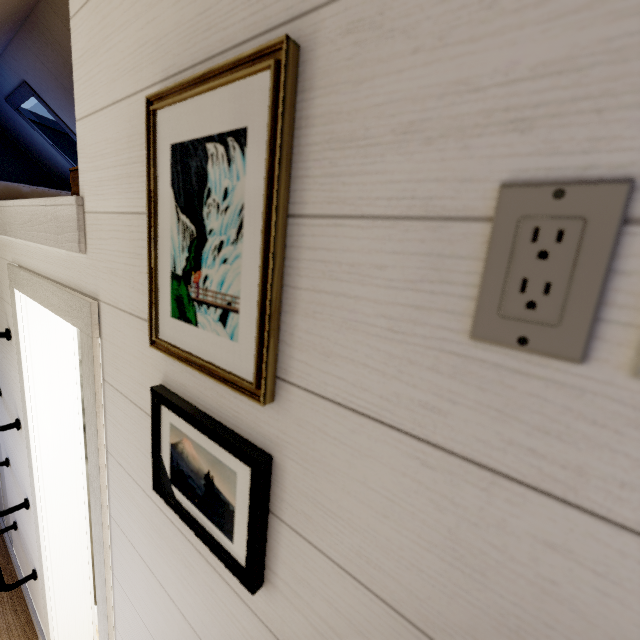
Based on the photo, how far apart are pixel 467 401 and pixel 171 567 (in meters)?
0.83
